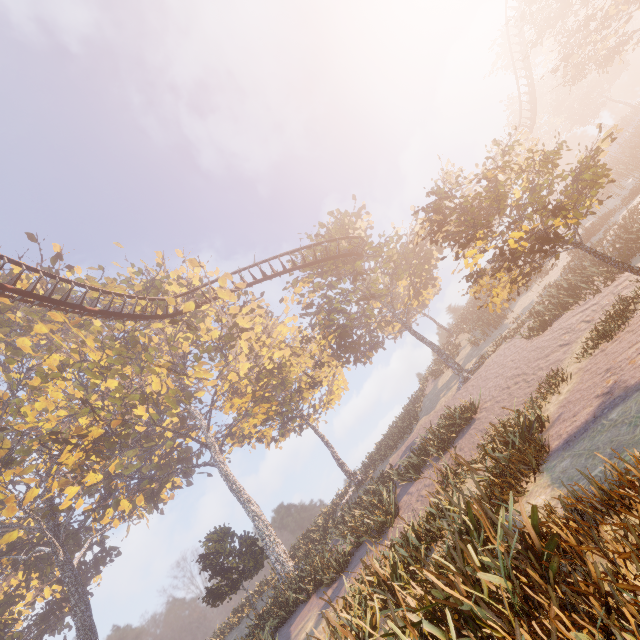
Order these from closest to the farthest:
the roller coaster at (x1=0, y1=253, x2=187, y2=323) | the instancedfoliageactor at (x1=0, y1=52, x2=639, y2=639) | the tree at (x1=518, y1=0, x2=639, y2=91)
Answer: the instancedfoliageactor at (x1=0, y1=52, x2=639, y2=639), the roller coaster at (x1=0, y1=253, x2=187, y2=323), the tree at (x1=518, y1=0, x2=639, y2=91)

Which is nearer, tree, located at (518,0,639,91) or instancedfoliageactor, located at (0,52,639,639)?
instancedfoliageactor, located at (0,52,639,639)

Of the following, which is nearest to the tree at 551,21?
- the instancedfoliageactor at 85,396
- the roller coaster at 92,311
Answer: the roller coaster at 92,311

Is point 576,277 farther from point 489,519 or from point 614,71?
point 614,71

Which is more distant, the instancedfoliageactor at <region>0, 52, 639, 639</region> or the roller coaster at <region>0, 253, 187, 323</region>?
the roller coaster at <region>0, 253, 187, 323</region>

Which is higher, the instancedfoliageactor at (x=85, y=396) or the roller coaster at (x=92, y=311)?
the roller coaster at (x=92, y=311)

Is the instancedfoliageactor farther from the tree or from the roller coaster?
the tree
